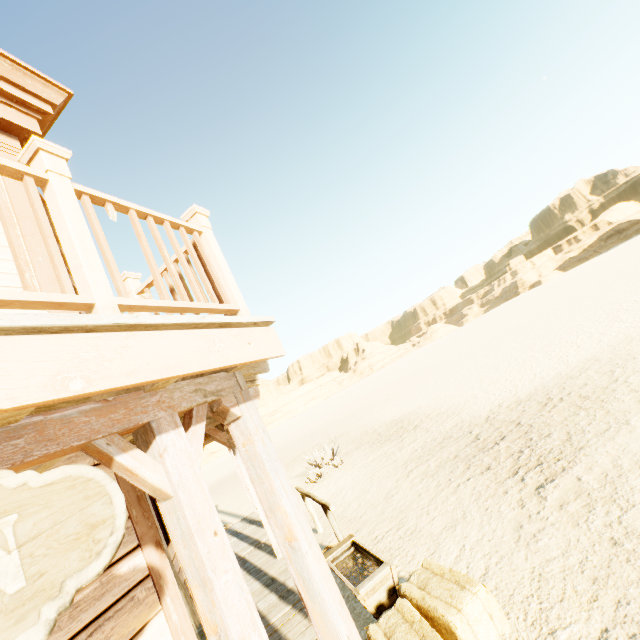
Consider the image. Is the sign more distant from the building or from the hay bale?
the hay bale

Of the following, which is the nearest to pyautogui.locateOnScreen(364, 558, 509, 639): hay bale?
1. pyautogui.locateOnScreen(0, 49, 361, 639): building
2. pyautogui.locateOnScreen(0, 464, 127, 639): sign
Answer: pyautogui.locateOnScreen(0, 49, 361, 639): building

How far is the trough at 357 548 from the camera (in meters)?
3.86

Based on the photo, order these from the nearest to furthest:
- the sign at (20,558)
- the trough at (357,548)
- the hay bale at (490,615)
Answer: the sign at (20,558)
the hay bale at (490,615)
the trough at (357,548)

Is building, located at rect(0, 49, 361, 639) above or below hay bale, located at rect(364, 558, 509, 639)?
above

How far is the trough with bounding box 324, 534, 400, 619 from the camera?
3.9 meters

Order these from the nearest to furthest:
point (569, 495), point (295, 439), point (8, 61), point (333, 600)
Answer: point (333, 600)
point (8, 61)
point (569, 495)
point (295, 439)
